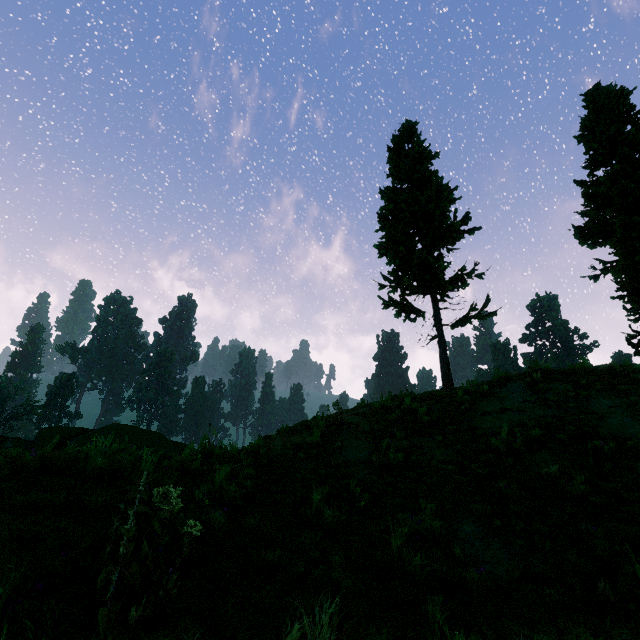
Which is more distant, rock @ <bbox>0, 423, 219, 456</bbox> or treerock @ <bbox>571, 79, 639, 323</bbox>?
treerock @ <bbox>571, 79, 639, 323</bbox>

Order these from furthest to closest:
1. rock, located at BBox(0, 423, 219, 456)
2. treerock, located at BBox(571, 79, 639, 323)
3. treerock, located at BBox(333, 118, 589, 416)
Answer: treerock, located at BBox(571, 79, 639, 323), treerock, located at BBox(333, 118, 589, 416), rock, located at BBox(0, 423, 219, 456)

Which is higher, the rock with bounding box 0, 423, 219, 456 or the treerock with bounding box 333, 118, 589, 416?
the treerock with bounding box 333, 118, 589, 416

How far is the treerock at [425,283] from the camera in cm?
1309

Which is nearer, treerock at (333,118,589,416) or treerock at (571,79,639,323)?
treerock at (333,118,589,416)

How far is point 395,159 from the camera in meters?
18.1

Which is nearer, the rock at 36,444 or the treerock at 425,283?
the rock at 36,444
